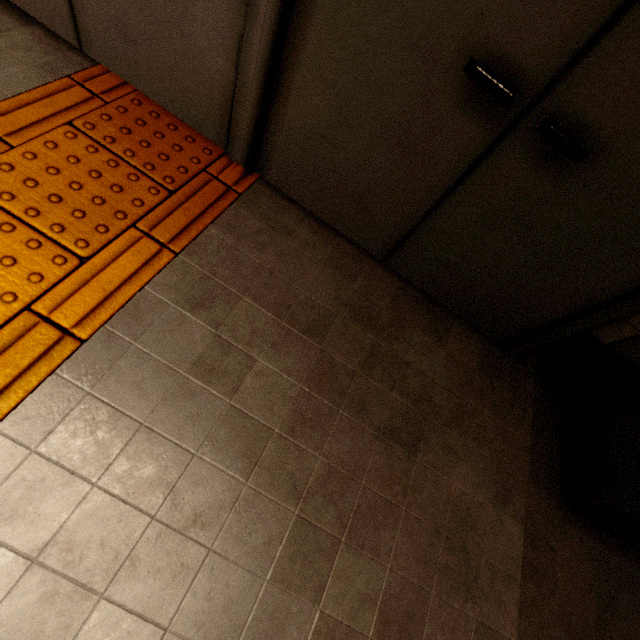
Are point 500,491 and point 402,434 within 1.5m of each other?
yes

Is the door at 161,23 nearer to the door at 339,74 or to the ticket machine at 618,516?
the door at 339,74

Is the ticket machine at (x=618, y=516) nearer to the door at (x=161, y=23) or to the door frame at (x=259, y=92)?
the door frame at (x=259, y=92)

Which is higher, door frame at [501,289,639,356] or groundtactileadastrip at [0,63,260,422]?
door frame at [501,289,639,356]

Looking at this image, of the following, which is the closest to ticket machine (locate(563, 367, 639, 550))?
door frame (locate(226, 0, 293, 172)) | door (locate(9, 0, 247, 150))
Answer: door frame (locate(226, 0, 293, 172))

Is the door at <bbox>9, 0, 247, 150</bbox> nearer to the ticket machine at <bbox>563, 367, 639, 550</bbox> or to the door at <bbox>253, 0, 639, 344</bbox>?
the door at <bbox>253, 0, 639, 344</bbox>

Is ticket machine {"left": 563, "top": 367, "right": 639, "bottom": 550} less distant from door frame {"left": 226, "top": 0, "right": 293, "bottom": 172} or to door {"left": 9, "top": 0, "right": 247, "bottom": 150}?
door frame {"left": 226, "top": 0, "right": 293, "bottom": 172}

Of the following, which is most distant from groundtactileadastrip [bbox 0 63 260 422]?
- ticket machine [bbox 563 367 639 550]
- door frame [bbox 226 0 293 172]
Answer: ticket machine [bbox 563 367 639 550]
